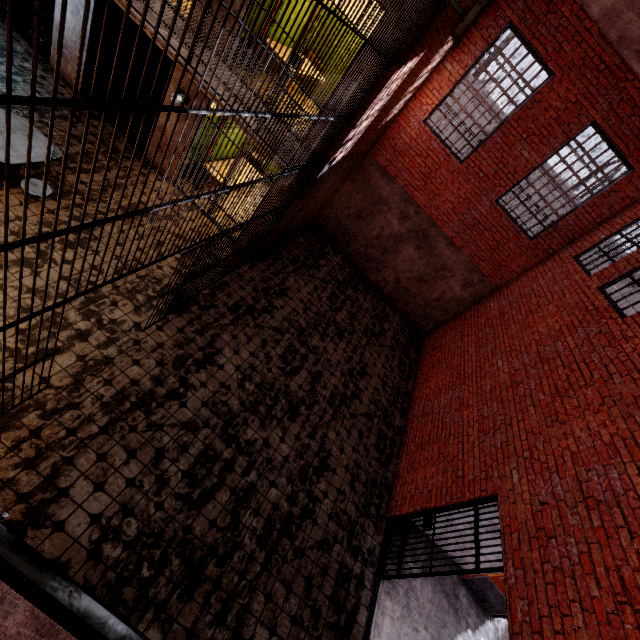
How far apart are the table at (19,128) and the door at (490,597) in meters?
10.6 m

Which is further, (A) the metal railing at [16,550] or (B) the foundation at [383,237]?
(B) the foundation at [383,237]

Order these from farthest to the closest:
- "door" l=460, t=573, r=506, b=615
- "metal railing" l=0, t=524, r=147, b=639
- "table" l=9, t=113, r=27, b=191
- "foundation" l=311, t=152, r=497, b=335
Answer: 1. "foundation" l=311, t=152, r=497, b=335
2. "door" l=460, t=573, r=506, b=615
3. "table" l=9, t=113, r=27, b=191
4. "metal railing" l=0, t=524, r=147, b=639

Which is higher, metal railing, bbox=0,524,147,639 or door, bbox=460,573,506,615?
metal railing, bbox=0,524,147,639

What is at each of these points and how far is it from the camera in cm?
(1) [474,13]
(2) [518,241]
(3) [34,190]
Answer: (1) support beam, 722
(2) trim, 935
(3) table, 518

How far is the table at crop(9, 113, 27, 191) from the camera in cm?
490

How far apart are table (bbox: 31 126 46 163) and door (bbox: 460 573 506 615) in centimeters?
1063cm

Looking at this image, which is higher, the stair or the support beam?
the support beam
